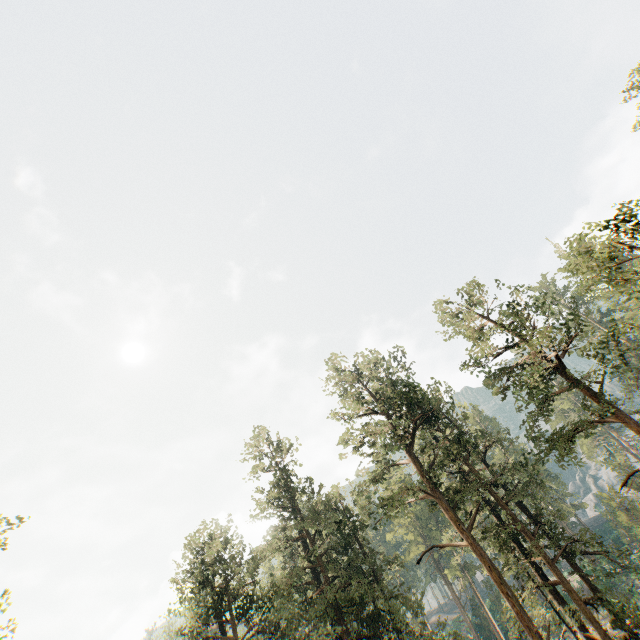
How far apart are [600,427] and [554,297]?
46.6 meters
